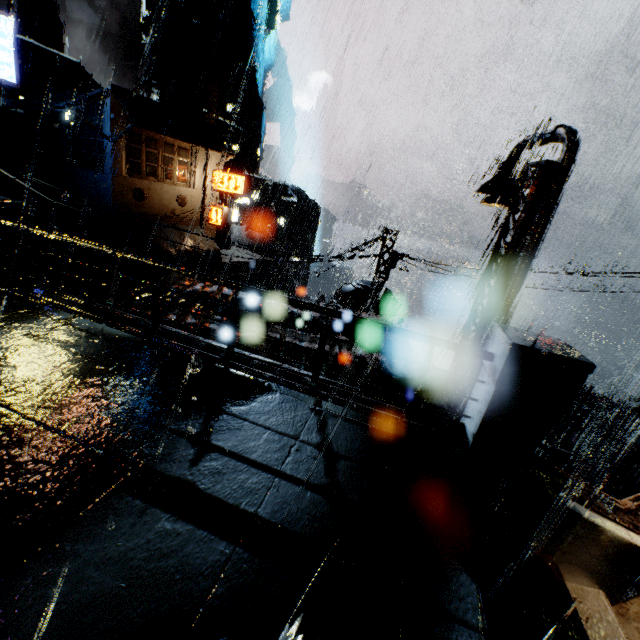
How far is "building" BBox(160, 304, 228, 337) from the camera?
8.3m

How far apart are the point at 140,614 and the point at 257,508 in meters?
1.0

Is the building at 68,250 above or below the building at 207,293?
below

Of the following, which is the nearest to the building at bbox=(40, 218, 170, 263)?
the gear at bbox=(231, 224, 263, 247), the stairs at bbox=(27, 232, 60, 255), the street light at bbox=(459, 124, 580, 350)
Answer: the stairs at bbox=(27, 232, 60, 255)

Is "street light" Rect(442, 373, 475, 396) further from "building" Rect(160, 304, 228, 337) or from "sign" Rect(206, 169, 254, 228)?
"sign" Rect(206, 169, 254, 228)

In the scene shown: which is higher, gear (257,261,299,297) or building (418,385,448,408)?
building (418,385,448,408)

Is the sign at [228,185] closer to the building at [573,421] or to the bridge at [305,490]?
the building at [573,421]

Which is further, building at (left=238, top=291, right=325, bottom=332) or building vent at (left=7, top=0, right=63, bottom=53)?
building vent at (left=7, top=0, right=63, bottom=53)
